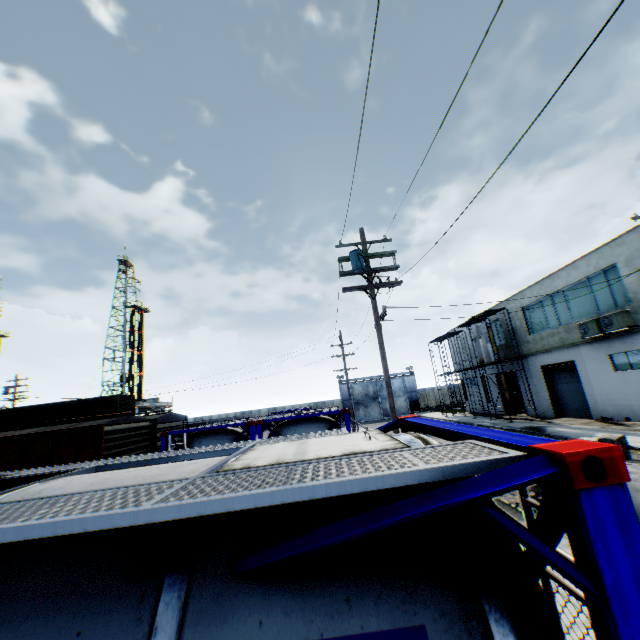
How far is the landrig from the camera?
53.8 meters

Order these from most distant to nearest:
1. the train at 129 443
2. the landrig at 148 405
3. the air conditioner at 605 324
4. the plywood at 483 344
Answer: the landrig at 148 405
the plywood at 483 344
the air conditioner at 605 324
the train at 129 443

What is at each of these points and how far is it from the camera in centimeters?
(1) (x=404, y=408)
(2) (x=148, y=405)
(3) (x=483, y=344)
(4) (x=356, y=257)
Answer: (1) metal gate, 4756cm
(2) landrig, 5672cm
(3) plywood, 2758cm
(4) electric pole, 1216cm

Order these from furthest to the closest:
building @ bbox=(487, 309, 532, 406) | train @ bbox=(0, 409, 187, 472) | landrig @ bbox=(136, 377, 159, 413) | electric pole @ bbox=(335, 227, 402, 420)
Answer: landrig @ bbox=(136, 377, 159, 413)
building @ bbox=(487, 309, 532, 406)
electric pole @ bbox=(335, 227, 402, 420)
train @ bbox=(0, 409, 187, 472)

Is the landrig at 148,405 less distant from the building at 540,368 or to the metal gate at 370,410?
the metal gate at 370,410

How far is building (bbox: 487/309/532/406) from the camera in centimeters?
2747cm

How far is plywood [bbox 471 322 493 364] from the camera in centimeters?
2686cm

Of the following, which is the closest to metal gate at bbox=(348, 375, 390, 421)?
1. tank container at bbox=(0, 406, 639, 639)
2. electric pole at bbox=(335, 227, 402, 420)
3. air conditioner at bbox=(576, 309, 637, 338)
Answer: electric pole at bbox=(335, 227, 402, 420)
